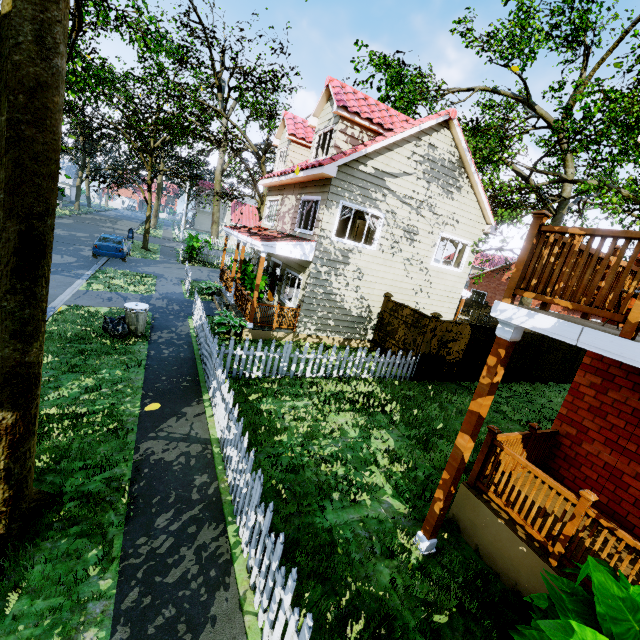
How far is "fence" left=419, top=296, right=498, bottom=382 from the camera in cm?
1133

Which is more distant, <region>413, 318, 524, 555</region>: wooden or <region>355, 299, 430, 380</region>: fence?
<region>355, 299, 430, 380</region>: fence

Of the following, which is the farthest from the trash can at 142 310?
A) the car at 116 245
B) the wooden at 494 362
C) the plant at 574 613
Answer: the car at 116 245

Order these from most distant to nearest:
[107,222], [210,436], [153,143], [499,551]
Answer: [107,222]
[153,143]
[210,436]
[499,551]

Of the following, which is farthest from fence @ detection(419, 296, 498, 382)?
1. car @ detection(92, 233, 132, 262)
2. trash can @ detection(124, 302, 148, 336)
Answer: car @ detection(92, 233, 132, 262)

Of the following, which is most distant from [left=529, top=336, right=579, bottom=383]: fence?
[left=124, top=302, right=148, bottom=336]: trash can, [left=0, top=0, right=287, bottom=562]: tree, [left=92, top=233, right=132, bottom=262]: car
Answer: [left=92, top=233, right=132, bottom=262]: car

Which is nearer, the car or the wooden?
the wooden

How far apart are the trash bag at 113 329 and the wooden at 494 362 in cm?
889
